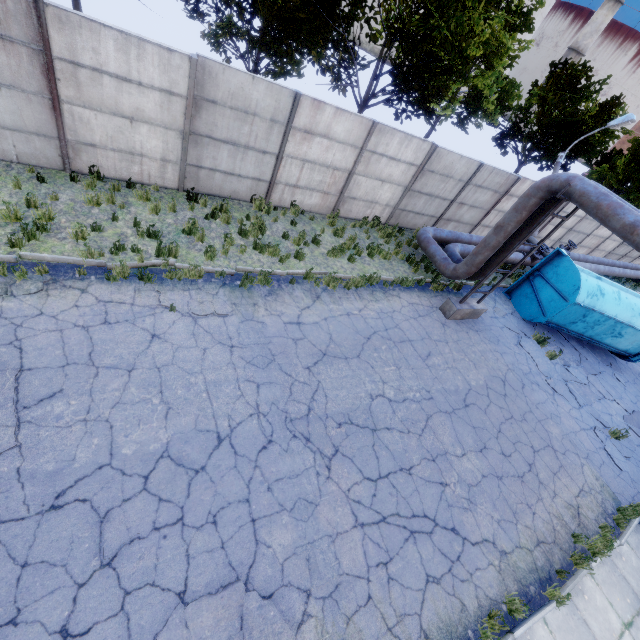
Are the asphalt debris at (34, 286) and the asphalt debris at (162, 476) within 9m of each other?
yes

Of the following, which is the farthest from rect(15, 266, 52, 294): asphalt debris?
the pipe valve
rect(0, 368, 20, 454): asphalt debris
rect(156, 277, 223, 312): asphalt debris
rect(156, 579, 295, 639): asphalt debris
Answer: the pipe valve

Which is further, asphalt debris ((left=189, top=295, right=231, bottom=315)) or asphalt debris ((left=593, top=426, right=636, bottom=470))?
asphalt debris ((left=593, top=426, right=636, bottom=470))

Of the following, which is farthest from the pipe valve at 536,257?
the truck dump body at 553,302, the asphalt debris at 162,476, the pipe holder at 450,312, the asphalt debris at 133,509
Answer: the asphalt debris at 133,509

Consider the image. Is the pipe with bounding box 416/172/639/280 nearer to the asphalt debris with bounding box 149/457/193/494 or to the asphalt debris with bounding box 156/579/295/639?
the asphalt debris with bounding box 156/579/295/639

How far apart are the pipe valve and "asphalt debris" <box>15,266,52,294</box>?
17.8m

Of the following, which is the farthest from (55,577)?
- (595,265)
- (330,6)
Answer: (595,265)

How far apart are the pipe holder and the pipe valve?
5.3m
